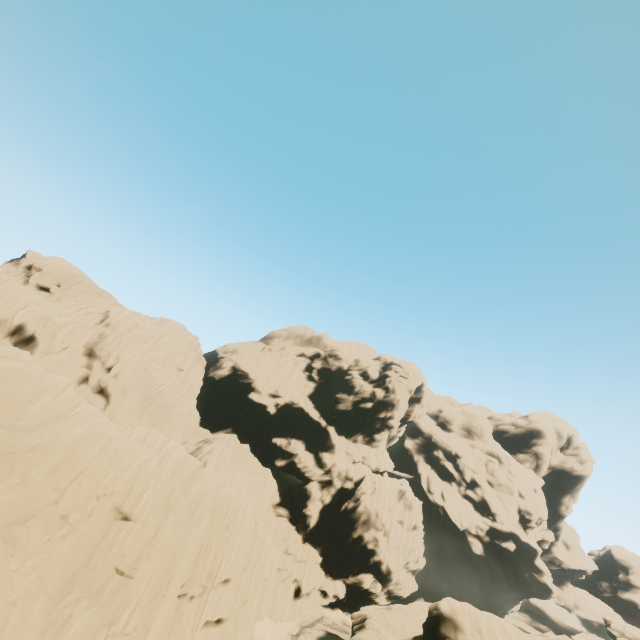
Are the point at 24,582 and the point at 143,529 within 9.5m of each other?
yes

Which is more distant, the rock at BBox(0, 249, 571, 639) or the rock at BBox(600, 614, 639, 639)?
the rock at BBox(600, 614, 639, 639)

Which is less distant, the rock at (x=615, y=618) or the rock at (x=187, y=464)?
the rock at (x=187, y=464)
